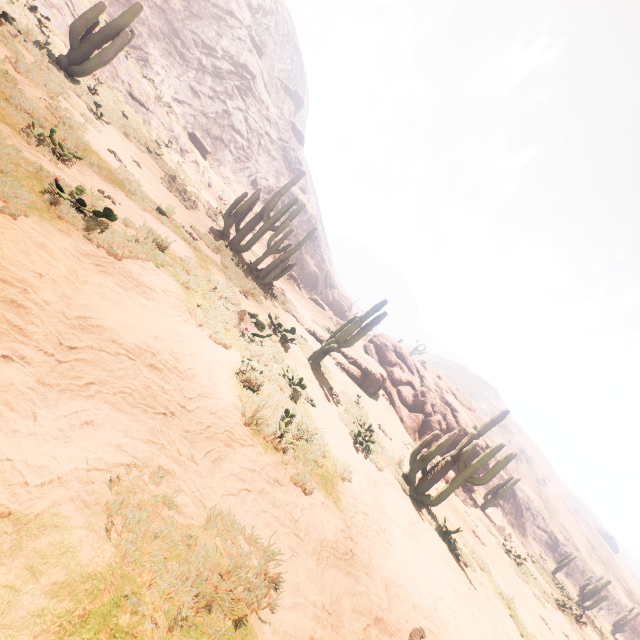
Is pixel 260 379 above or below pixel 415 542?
above

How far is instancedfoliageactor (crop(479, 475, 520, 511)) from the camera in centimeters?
2255cm

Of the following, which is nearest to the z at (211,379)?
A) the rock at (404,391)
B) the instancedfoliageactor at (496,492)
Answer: the rock at (404,391)

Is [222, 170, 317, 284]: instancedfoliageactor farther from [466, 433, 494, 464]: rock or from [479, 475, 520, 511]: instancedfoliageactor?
[479, 475, 520, 511]: instancedfoliageactor

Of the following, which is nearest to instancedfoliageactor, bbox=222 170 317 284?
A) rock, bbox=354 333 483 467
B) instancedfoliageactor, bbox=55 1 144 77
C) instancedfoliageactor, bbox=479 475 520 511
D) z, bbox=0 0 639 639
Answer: instancedfoliageactor, bbox=55 1 144 77

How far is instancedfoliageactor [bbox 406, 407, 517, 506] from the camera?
9.15m

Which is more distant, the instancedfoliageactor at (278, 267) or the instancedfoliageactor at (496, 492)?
the instancedfoliageactor at (496, 492)

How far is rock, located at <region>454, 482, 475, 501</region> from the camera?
17.0m
